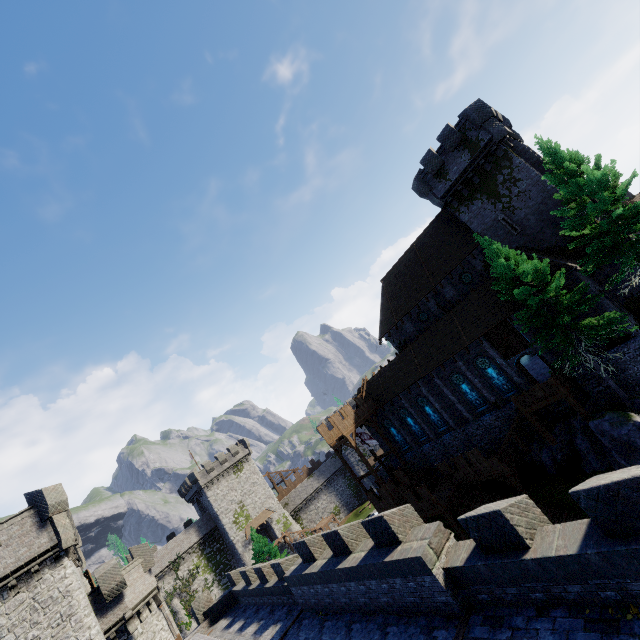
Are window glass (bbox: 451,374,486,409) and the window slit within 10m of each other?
no

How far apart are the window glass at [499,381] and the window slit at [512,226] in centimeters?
Result: 1018cm

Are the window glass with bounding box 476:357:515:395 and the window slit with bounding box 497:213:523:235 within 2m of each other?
no

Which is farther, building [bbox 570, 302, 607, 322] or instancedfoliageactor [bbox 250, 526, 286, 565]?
instancedfoliageactor [bbox 250, 526, 286, 565]

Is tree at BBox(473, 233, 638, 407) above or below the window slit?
below

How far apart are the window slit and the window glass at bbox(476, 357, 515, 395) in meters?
10.2

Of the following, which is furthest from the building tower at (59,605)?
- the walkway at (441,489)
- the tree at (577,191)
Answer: the tree at (577,191)

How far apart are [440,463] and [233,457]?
41.2 meters
